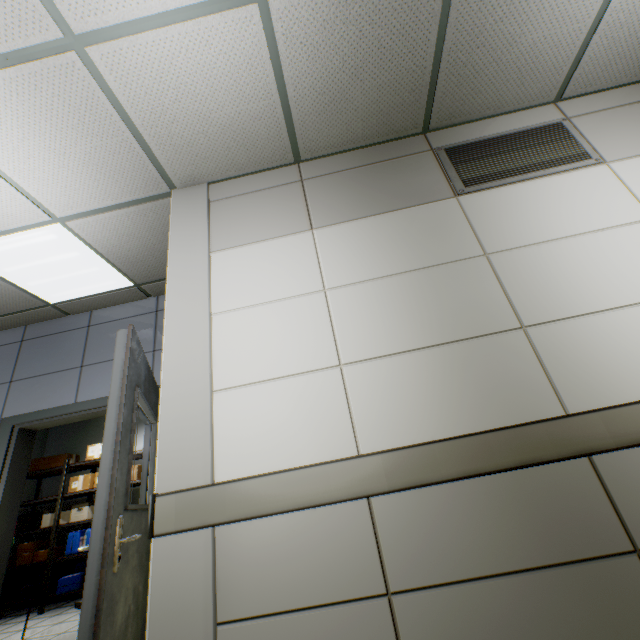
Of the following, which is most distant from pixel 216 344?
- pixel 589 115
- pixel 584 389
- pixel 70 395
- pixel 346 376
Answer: pixel 589 115

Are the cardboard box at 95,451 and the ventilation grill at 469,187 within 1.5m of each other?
no

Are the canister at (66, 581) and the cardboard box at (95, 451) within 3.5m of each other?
yes

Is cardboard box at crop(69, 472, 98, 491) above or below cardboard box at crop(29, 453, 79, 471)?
below

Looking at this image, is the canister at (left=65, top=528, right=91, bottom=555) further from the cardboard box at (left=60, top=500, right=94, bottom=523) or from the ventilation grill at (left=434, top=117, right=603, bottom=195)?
the ventilation grill at (left=434, top=117, right=603, bottom=195)

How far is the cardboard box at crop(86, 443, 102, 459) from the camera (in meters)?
6.03

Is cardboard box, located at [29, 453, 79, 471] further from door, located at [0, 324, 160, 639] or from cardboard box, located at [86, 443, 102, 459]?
door, located at [0, 324, 160, 639]

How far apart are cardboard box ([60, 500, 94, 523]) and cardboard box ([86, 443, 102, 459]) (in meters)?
0.72
